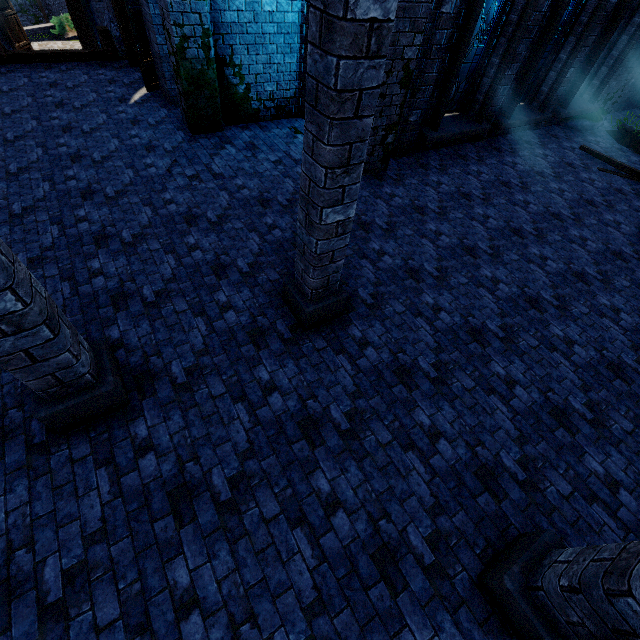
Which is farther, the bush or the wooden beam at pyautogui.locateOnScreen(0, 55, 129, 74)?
the bush

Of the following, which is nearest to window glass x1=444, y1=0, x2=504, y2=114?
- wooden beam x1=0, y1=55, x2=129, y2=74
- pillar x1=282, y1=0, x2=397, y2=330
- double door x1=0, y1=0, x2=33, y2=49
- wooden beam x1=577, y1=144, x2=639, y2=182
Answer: wooden beam x1=577, y1=144, x2=639, y2=182

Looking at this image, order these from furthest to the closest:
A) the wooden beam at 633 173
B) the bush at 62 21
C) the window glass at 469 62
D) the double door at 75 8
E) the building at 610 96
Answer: the bush at 62 21
the double door at 75 8
the building at 610 96
the wooden beam at 633 173
the window glass at 469 62

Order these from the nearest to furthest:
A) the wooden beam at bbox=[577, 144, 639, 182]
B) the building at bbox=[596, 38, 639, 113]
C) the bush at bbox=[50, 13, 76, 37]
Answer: the wooden beam at bbox=[577, 144, 639, 182] → the building at bbox=[596, 38, 639, 113] → the bush at bbox=[50, 13, 76, 37]

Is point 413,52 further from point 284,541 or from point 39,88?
point 39,88

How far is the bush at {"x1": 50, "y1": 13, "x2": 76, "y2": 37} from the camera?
22.2m

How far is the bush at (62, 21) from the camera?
22.16m

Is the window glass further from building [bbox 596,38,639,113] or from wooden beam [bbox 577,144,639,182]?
wooden beam [bbox 577,144,639,182]
